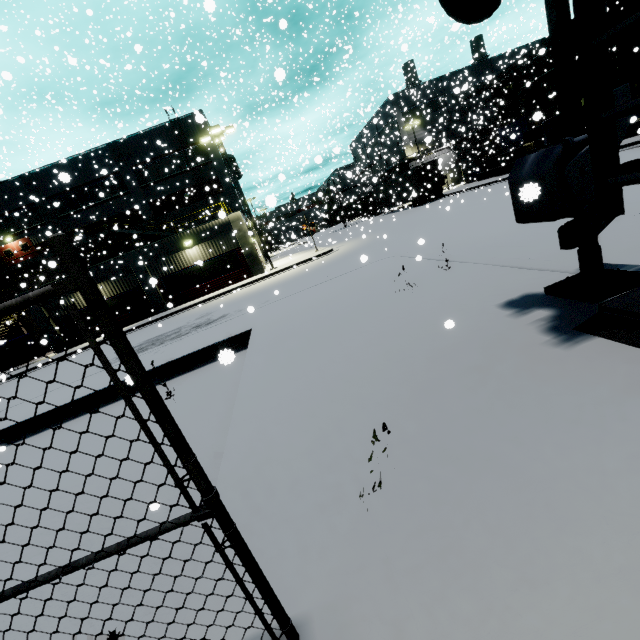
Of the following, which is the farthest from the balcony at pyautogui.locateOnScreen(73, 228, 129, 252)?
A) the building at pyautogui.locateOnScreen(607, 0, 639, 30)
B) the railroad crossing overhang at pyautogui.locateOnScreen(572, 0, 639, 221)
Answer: the railroad crossing overhang at pyautogui.locateOnScreen(572, 0, 639, 221)

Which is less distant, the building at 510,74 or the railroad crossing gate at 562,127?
the railroad crossing gate at 562,127

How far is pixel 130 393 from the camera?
8.66m

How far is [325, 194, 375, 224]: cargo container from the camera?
53.09m

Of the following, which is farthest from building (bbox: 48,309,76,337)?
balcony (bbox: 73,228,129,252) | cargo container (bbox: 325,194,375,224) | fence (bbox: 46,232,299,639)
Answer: fence (bbox: 46,232,299,639)

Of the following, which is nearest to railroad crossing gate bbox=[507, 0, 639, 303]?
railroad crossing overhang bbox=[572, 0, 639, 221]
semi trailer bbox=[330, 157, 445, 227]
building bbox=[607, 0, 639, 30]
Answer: railroad crossing overhang bbox=[572, 0, 639, 221]

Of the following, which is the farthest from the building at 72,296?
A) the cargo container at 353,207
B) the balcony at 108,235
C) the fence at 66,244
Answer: the fence at 66,244

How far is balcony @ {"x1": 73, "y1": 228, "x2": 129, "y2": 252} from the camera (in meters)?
27.19
